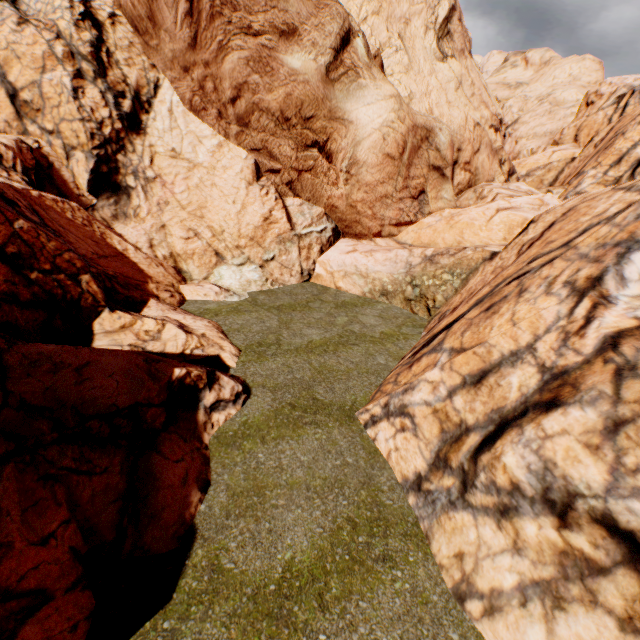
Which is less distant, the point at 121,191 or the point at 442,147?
the point at 121,191
